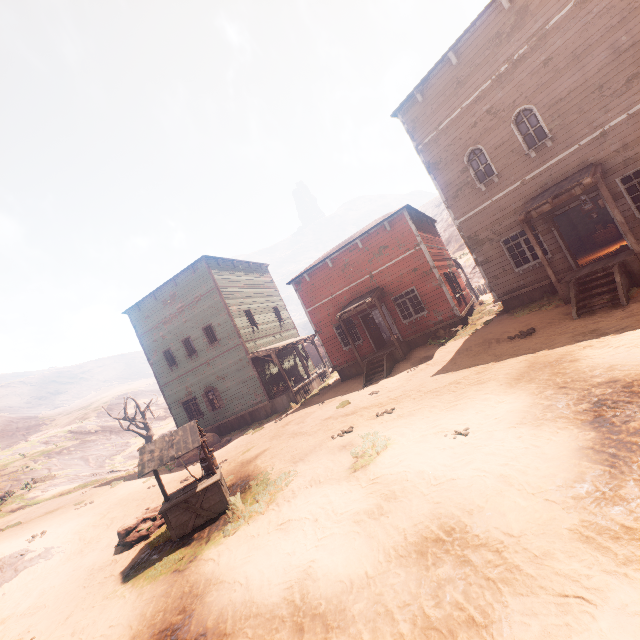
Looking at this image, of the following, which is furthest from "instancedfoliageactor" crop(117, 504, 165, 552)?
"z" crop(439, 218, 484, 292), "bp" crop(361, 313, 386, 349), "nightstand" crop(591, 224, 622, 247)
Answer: "nightstand" crop(591, 224, 622, 247)

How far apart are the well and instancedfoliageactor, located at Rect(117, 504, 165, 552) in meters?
0.7

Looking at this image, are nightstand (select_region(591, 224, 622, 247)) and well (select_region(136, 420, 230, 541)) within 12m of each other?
no

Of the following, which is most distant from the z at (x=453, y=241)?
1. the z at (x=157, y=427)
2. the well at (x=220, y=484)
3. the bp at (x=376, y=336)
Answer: the z at (x=157, y=427)

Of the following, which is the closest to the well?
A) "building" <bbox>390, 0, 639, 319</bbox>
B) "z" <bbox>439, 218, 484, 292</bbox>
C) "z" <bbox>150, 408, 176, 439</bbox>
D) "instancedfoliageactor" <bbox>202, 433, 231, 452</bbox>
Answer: "z" <bbox>439, 218, 484, 292</bbox>

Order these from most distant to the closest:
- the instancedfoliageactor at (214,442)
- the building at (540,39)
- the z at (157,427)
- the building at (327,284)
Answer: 1. the z at (157,427)
2. the instancedfoliageactor at (214,442)
3. the building at (327,284)
4. the building at (540,39)

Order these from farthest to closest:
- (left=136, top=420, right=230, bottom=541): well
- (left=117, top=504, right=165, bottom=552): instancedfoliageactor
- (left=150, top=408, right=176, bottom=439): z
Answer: (left=150, top=408, right=176, bottom=439): z < (left=117, top=504, right=165, bottom=552): instancedfoliageactor < (left=136, top=420, right=230, bottom=541): well

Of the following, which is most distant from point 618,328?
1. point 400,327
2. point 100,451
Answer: point 100,451
